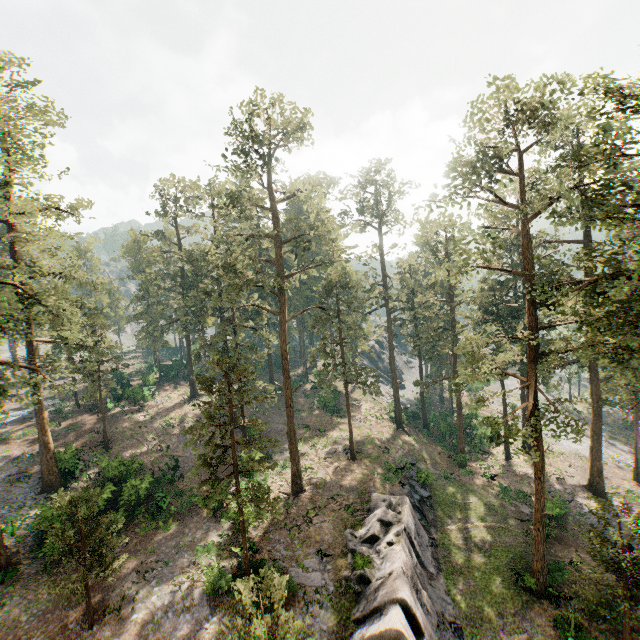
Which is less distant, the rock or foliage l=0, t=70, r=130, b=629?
the rock

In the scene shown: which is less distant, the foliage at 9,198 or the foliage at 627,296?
the foliage at 627,296

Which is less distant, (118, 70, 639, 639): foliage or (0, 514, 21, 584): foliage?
(118, 70, 639, 639): foliage

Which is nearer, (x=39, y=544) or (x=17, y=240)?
(x=39, y=544)

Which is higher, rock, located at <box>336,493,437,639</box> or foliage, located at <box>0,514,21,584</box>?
foliage, located at <box>0,514,21,584</box>

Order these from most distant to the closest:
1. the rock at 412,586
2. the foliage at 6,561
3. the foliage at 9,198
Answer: the foliage at 6,561 < the foliage at 9,198 < the rock at 412,586
